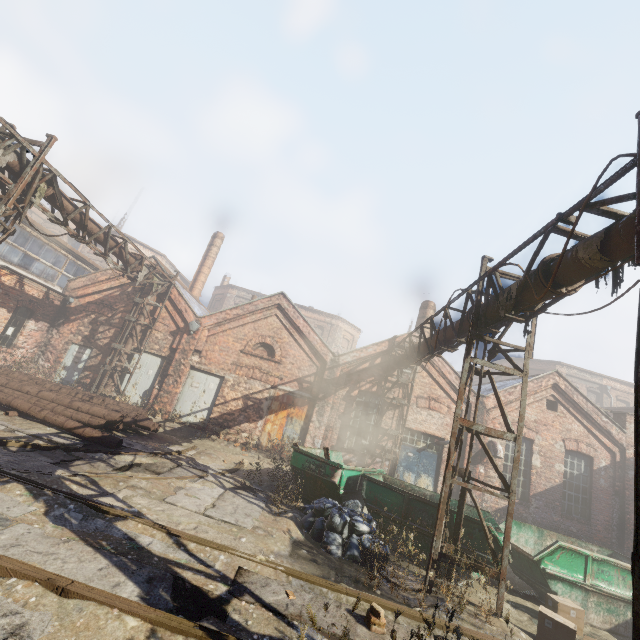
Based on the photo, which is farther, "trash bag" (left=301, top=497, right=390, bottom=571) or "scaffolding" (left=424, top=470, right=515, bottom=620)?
"trash bag" (left=301, top=497, right=390, bottom=571)

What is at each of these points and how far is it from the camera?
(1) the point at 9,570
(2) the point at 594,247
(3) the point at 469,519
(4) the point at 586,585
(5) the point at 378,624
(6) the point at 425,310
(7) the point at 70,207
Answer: (1) track, 3.29m
(2) pipe, 4.63m
(3) container, 7.14m
(4) container, 7.07m
(5) instancedfoliageactor, 4.31m
(6) building, 18.66m
(7) pipe, 9.70m

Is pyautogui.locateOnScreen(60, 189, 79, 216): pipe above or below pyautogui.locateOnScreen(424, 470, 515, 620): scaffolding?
above

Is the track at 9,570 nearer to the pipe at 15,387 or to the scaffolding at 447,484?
the scaffolding at 447,484

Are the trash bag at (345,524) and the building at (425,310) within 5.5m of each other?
no

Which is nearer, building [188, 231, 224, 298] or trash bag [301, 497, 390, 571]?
trash bag [301, 497, 390, 571]

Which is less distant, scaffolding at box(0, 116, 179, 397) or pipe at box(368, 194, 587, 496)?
pipe at box(368, 194, 587, 496)

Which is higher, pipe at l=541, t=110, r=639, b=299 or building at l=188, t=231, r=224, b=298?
building at l=188, t=231, r=224, b=298
